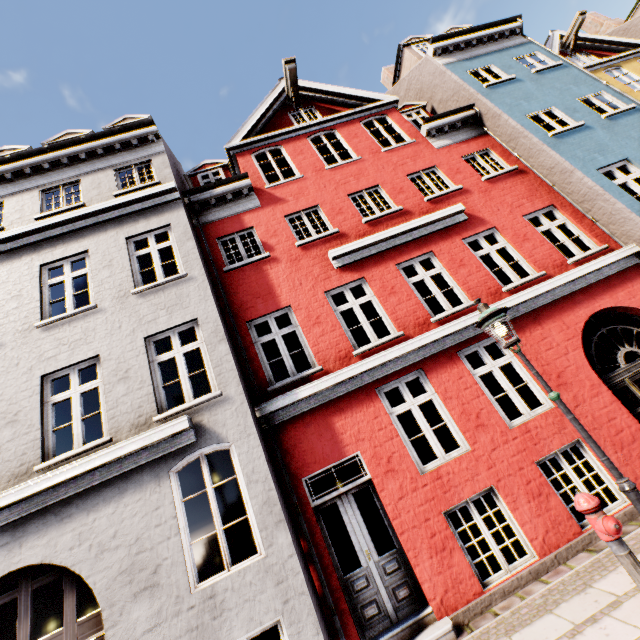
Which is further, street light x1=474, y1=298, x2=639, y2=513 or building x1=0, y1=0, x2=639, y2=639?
building x1=0, y1=0, x2=639, y2=639

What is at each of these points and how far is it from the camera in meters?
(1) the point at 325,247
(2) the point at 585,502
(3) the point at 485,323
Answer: (1) building, 8.5
(2) hydrant, 3.7
(3) street light, 4.7

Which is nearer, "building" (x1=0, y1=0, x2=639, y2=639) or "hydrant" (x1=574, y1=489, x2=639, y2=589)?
"hydrant" (x1=574, y1=489, x2=639, y2=589)

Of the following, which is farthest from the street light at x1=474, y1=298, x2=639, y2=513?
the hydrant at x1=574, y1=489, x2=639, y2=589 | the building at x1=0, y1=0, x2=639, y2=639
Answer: the building at x1=0, y1=0, x2=639, y2=639

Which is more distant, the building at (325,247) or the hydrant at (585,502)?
the building at (325,247)

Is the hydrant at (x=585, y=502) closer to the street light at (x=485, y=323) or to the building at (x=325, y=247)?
the street light at (x=485, y=323)

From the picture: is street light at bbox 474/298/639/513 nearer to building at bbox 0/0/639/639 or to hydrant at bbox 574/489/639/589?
hydrant at bbox 574/489/639/589
